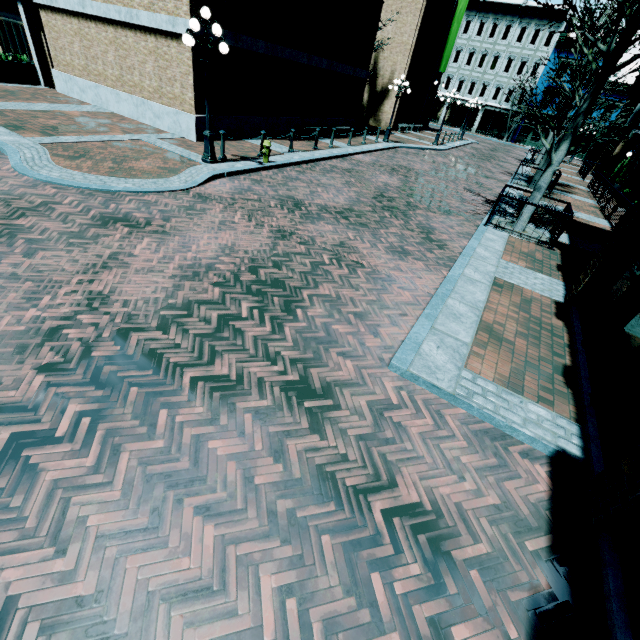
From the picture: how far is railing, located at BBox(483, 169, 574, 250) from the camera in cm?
910

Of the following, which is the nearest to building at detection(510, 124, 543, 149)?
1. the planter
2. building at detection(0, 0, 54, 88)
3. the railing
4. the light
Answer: building at detection(0, 0, 54, 88)

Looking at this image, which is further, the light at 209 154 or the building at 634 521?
the light at 209 154

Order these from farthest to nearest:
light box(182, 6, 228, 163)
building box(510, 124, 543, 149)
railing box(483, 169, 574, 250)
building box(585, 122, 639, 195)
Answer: building box(510, 124, 543, 149)
building box(585, 122, 639, 195)
railing box(483, 169, 574, 250)
light box(182, 6, 228, 163)

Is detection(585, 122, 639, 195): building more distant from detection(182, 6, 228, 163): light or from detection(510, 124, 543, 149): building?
detection(182, 6, 228, 163): light

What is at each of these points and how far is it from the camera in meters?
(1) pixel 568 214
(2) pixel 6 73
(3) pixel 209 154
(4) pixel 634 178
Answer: (1) railing, 9.0
(2) planter, 14.5
(3) light, 10.1
(4) building, 20.6

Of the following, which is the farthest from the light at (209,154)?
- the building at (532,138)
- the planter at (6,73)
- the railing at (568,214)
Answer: the building at (532,138)

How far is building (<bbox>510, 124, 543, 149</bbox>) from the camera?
42.6m
